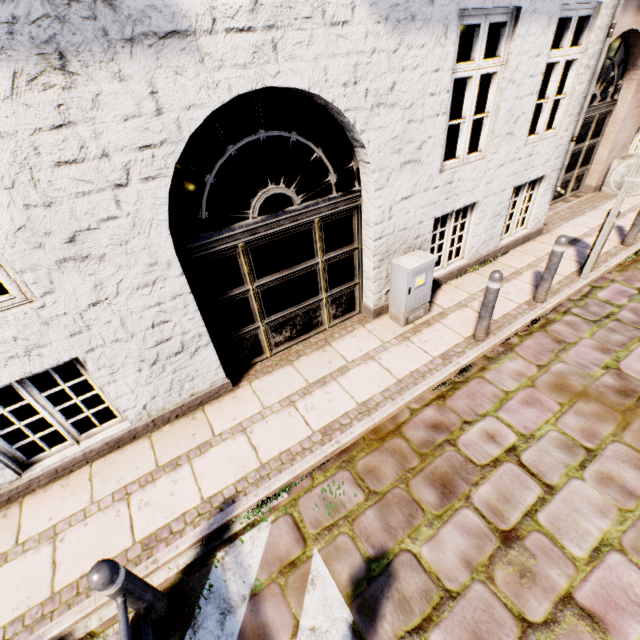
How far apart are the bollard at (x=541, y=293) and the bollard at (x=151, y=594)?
6.04m

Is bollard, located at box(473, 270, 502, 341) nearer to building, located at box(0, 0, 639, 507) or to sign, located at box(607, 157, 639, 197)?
building, located at box(0, 0, 639, 507)

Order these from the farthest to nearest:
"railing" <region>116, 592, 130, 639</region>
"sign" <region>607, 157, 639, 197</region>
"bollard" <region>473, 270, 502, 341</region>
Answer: "sign" <region>607, 157, 639, 197</region> < "bollard" <region>473, 270, 502, 341</region> < "railing" <region>116, 592, 130, 639</region>

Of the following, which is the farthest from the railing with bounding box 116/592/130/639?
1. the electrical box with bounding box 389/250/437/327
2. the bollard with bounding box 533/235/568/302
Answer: the bollard with bounding box 533/235/568/302

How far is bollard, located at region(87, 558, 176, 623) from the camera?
1.99m

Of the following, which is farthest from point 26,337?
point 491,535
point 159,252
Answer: point 491,535

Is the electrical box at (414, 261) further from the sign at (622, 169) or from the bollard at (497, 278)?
the sign at (622, 169)

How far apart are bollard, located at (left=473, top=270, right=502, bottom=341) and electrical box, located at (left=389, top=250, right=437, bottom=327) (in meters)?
0.74
